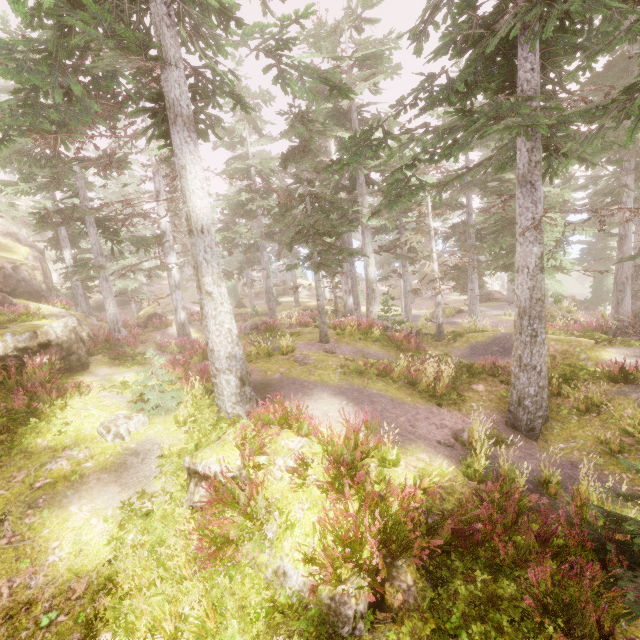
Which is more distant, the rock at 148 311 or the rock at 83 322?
the rock at 148 311

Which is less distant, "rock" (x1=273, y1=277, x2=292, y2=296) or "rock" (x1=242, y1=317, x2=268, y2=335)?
"rock" (x1=242, y1=317, x2=268, y2=335)

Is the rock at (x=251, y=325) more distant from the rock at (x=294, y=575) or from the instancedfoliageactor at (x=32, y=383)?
the rock at (x=294, y=575)

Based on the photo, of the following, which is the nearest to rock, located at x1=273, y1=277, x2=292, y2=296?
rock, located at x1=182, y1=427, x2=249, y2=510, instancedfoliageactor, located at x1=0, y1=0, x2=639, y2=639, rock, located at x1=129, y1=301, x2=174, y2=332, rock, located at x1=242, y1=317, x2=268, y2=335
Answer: instancedfoliageactor, located at x1=0, y1=0, x2=639, y2=639

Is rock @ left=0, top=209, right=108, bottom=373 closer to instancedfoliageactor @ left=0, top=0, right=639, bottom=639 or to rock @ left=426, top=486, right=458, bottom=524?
instancedfoliageactor @ left=0, top=0, right=639, bottom=639

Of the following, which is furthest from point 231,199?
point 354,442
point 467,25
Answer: point 354,442

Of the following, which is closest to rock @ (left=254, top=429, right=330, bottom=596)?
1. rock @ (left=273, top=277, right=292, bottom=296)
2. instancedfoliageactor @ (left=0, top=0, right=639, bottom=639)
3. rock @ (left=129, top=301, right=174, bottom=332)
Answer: instancedfoliageactor @ (left=0, top=0, right=639, bottom=639)

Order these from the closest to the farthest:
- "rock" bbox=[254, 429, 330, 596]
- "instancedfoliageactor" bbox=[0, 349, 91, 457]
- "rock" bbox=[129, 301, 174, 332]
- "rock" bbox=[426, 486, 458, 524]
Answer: "rock" bbox=[254, 429, 330, 596]
"rock" bbox=[426, 486, 458, 524]
"instancedfoliageactor" bbox=[0, 349, 91, 457]
"rock" bbox=[129, 301, 174, 332]
